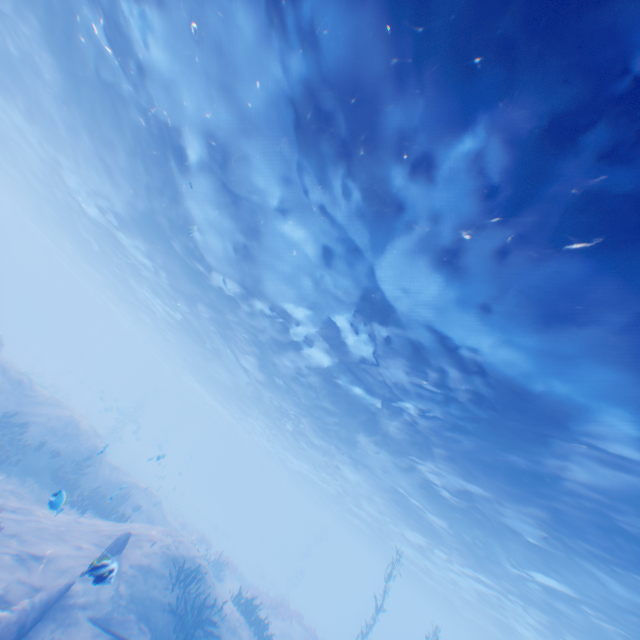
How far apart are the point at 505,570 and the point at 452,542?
3.6m

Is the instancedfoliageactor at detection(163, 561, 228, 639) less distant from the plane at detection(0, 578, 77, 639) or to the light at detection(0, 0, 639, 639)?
the plane at detection(0, 578, 77, 639)

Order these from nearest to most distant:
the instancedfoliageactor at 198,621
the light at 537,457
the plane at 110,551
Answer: the light at 537,457 → the plane at 110,551 → the instancedfoliageactor at 198,621

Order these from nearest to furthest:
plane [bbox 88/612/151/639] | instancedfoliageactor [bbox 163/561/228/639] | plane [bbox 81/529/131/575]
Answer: plane [bbox 81/529/131/575] → plane [bbox 88/612/151/639] → instancedfoliageactor [bbox 163/561/228/639]

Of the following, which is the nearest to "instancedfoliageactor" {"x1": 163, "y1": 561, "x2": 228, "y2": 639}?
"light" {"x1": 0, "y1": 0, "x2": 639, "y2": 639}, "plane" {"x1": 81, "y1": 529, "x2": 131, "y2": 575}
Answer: "plane" {"x1": 81, "y1": 529, "x2": 131, "y2": 575}

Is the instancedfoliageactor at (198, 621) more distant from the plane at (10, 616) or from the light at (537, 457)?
the light at (537, 457)
